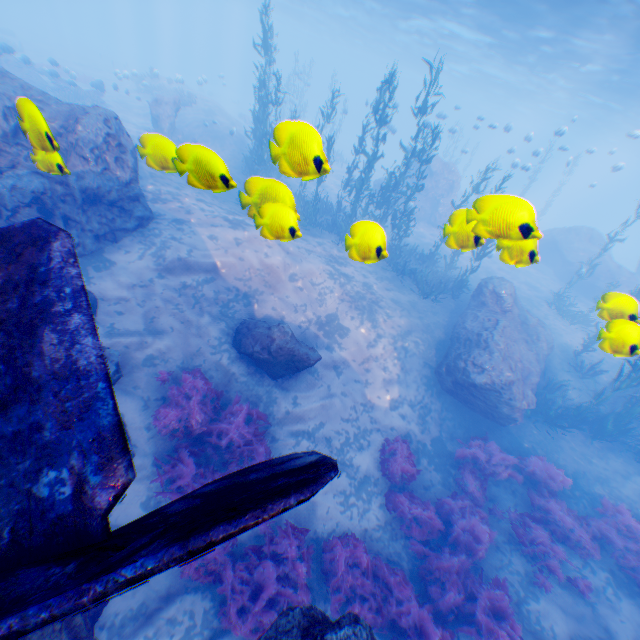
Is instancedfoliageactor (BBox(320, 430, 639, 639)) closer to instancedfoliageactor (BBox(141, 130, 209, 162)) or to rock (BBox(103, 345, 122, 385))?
rock (BBox(103, 345, 122, 385))

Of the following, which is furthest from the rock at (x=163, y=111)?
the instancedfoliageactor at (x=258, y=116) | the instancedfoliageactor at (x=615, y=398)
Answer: the instancedfoliageactor at (x=615, y=398)

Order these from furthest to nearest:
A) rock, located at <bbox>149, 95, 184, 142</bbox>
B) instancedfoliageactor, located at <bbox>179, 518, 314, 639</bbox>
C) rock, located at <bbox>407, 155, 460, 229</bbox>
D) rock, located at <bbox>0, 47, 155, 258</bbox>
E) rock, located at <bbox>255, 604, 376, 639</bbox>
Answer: rock, located at <bbox>407, 155, 460, 229</bbox> → rock, located at <bbox>149, 95, 184, 142</bbox> → instancedfoliageactor, located at <bbox>179, 518, 314, 639</bbox> → rock, located at <bbox>0, 47, 155, 258</bbox> → rock, located at <bbox>255, 604, 376, 639</bbox>

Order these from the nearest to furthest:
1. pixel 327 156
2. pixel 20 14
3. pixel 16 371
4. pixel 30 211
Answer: pixel 16 371, pixel 30 211, pixel 327 156, pixel 20 14

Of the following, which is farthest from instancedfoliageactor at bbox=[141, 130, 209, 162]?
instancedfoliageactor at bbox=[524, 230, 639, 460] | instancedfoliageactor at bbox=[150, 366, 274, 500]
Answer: instancedfoliageactor at bbox=[524, 230, 639, 460]

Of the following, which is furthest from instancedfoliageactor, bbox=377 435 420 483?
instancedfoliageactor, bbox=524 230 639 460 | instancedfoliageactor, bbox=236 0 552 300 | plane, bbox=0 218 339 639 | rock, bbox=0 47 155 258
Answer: instancedfoliageactor, bbox=236 0 552 300

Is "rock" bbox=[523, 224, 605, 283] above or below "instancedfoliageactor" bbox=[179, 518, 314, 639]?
above
